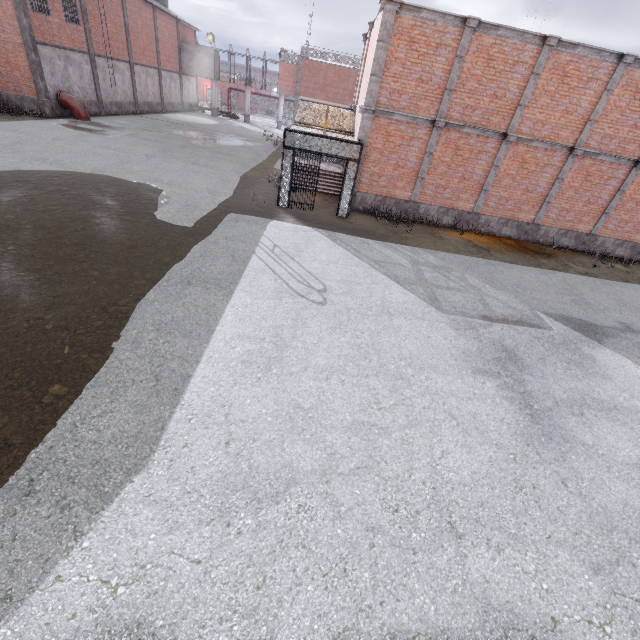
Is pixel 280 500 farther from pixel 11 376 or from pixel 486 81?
pixel 486 81

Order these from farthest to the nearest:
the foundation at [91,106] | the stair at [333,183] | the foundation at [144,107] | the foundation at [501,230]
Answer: the foundation at [144,107] → the foundation at [91,106] → the stair at [333,183] → the foundation at [501,230]

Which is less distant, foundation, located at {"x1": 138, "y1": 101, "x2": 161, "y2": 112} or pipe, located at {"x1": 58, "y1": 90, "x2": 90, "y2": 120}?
pipe, located at {"x1": 58, "y1": 90, "x2": 90, "y2": 120}

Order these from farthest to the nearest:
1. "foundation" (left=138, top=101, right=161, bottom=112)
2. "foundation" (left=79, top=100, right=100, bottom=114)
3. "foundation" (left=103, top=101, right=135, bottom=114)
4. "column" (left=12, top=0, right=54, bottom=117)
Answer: "foundation" (left=138, top=101, right=161, bottom=112)
"foundation" (left=103, top=101, right=135, bottom=114)
"foundation" (left=79, top=100, right=100, bottom=114)
"column" (left=12, top=0, right=54, bottom=117)

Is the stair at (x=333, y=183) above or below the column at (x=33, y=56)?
below

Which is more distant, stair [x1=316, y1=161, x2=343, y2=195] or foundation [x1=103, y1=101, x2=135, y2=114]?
foundation [x1=103, y1=101, x2=135, y2=114]

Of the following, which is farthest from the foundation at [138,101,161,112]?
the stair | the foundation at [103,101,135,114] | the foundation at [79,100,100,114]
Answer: the stair

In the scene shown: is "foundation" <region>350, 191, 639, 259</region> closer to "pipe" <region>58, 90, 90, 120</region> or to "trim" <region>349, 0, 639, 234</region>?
"trim" <region>349, 0, 639, 234</region>
